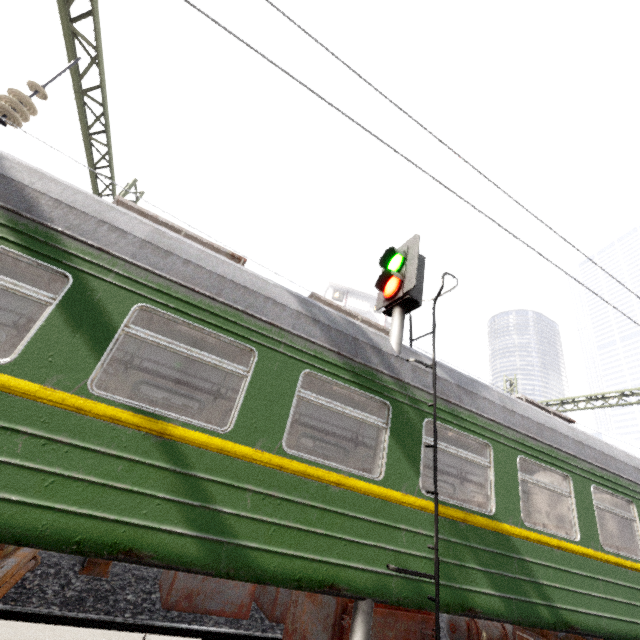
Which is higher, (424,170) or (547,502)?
(424,170)

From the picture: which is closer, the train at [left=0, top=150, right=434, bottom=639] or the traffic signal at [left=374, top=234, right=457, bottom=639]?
the train at [left=0, top=150, right=434, bottom=639]

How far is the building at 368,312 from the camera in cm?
4338

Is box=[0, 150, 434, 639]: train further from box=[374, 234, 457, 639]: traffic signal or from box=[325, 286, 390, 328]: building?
box=[325, 286, 390, 328]: building

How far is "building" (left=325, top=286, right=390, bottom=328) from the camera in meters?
43.4

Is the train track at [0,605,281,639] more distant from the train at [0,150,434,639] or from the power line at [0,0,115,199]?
the power line at [0,0,115,199]

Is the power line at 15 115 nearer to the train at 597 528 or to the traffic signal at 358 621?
the train at 597 528

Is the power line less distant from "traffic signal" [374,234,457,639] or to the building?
"traffic signal" [374,234,457,639]
